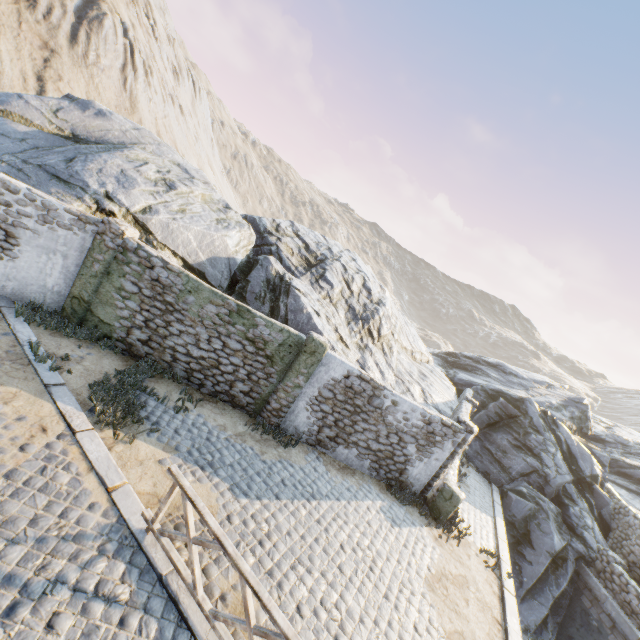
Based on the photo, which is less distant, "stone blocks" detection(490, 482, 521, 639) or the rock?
"stone blocks" detection(490, 482, 521, 639)

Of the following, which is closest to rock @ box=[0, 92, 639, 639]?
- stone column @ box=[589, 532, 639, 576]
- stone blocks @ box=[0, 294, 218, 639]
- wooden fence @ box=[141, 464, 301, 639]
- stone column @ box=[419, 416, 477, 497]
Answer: stone blocks @ box=[0, 294, 218, 639]

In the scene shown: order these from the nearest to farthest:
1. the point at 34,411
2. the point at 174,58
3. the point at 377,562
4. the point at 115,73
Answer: the point at 34,411 < the point at 377,562 < the point at 115,73 < the point at 174,58

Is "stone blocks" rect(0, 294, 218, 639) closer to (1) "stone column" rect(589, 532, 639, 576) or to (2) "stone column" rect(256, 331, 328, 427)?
(1) "stone column" rect(589, 532, 639, 576)

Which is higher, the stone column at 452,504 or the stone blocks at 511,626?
the stone column at 452,504

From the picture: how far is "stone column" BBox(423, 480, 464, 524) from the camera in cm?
1040

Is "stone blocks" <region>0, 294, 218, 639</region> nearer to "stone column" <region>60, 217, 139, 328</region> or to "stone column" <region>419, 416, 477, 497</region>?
"stone column" <region>60, 217, 139, 328</region>
